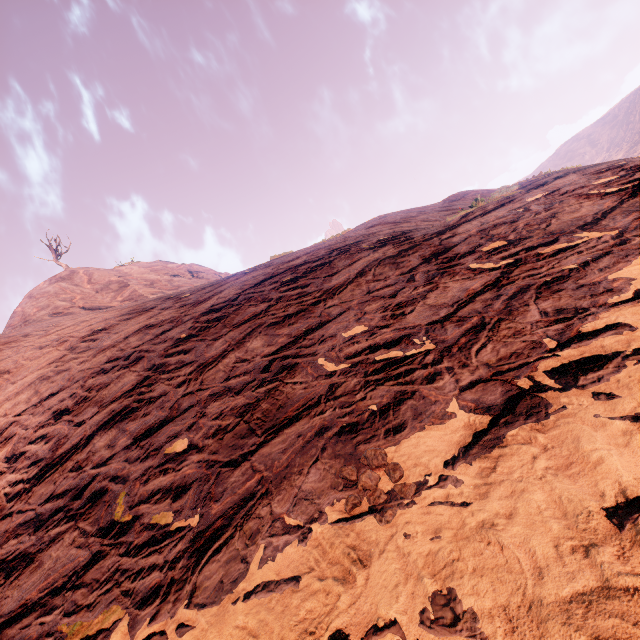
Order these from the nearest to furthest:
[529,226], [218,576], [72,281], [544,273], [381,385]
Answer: [218,576] < [381,385] < [544,273] < [529,226] < [72,281]
